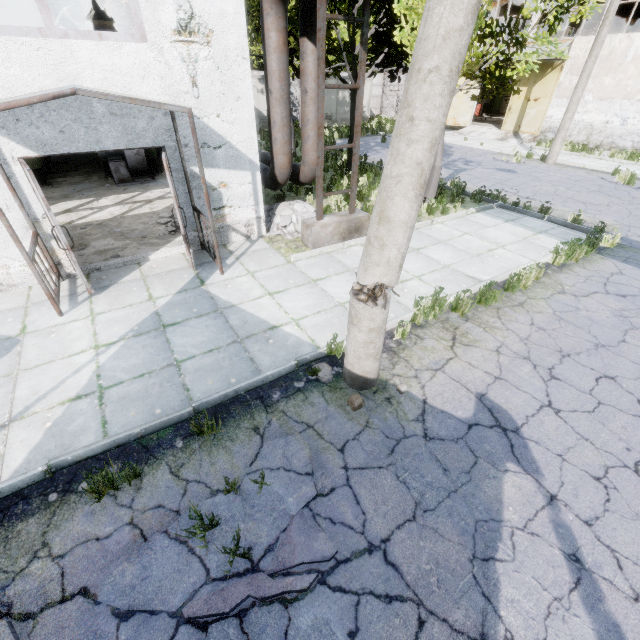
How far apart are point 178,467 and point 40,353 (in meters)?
3.29

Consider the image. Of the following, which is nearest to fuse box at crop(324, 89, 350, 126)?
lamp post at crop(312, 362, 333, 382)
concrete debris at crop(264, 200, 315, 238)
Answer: concrete debris at crop(264, 200, 315, 238)

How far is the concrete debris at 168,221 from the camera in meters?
8.2

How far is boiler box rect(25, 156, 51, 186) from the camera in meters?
11.4 m

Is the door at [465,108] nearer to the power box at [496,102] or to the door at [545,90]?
the door at [545,90]

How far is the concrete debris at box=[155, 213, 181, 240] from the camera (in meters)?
8.23

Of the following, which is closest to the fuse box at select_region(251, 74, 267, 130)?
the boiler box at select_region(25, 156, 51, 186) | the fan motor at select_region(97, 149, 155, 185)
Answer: the boiler box at select_region(25, 156, 51, 186)

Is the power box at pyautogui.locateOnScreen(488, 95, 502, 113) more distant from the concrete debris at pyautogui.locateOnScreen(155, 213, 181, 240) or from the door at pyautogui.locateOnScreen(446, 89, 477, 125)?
the concrete debris at pyautogui.locateOnScreen(155, 213, 181, 240)
